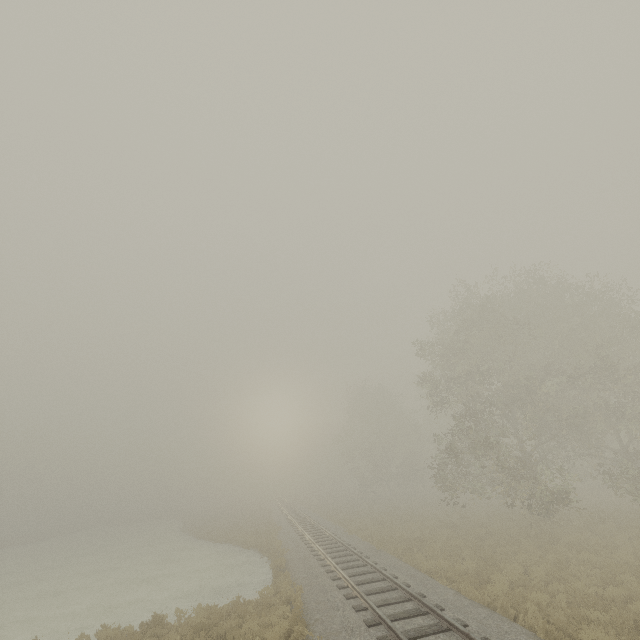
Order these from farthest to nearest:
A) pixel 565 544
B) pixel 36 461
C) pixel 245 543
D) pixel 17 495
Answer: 1. pixel 36 461
2. pixel 17 495
3. pixel 245 543
4. pixel 565 544
